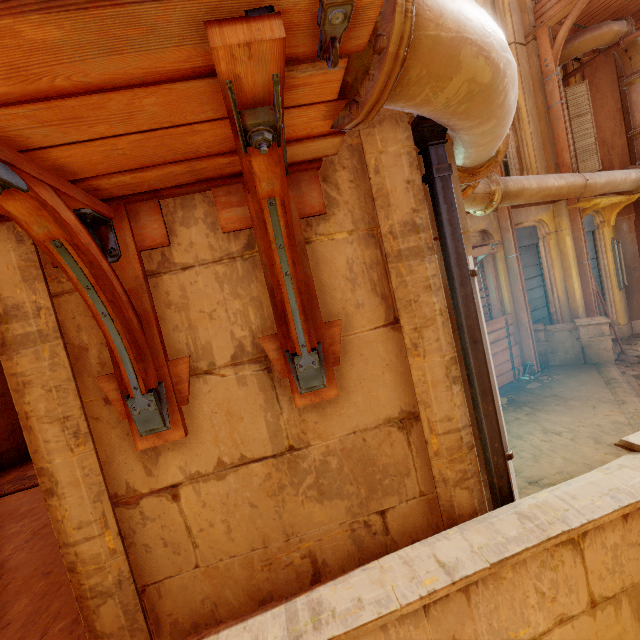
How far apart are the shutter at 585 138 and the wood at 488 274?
5.16m

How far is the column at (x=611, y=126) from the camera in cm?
937

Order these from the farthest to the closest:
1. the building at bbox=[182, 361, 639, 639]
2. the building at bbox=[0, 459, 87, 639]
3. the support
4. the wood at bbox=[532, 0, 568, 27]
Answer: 1. the support
2. the wood at bbox=[532, 0, 568, 27]
3. the building at bbox=[0, 459, 87, 639]
4. the building at bbox=[182, 361, 639, 639]

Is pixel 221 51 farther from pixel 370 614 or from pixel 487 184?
pixel 487 184

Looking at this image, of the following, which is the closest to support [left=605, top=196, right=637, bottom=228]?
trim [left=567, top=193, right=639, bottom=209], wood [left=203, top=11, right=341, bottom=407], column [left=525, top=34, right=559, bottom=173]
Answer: trim [left=567, top=193, right=639, bottom=209]

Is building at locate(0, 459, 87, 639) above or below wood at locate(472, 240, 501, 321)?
below

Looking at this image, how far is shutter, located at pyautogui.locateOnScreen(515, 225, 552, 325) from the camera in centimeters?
805cm

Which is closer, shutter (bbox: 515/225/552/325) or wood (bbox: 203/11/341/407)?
wood (bbox: 203/11/341/407)
